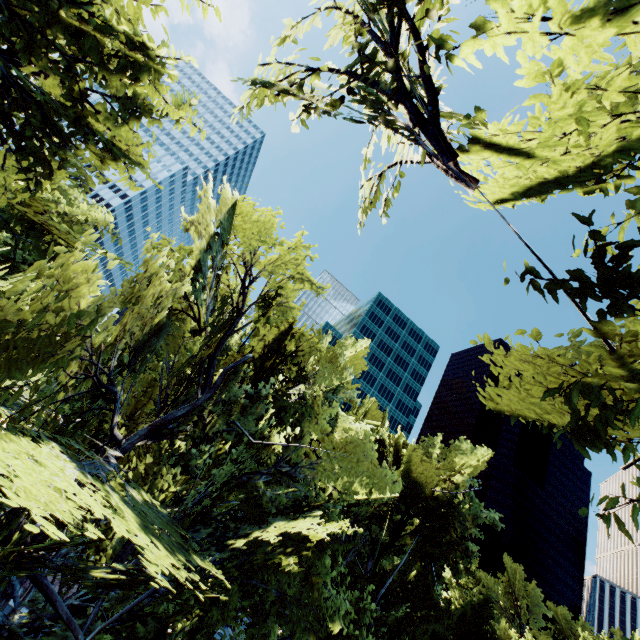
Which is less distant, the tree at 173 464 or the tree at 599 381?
the tree at 599 381

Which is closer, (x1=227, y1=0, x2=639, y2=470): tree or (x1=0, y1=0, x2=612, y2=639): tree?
(x1=227, y1=0, x2=639, y2=470): tree

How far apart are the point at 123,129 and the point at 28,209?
3.4m
